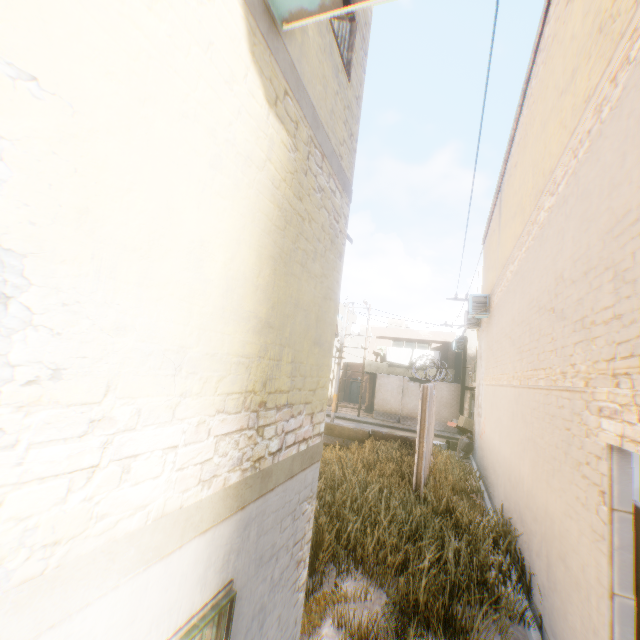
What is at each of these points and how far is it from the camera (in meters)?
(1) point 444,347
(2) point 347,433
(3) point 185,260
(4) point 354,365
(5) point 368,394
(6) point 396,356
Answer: (1) building, 25.80
(2) concrete block, 16.12
(3) building, 1.66
(4) building, 33.81
(5) building, 27.92
(6) clothes, 26.34

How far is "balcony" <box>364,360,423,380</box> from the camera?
24.94m

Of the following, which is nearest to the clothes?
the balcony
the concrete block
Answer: the balcony

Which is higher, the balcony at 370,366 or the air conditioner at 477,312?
the air conditioner at 477,312

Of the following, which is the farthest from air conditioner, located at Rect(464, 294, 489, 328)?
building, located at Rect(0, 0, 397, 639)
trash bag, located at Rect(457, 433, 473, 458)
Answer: trash bag, located at Rect(457, 433, 473, 458)

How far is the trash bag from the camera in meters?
14.9

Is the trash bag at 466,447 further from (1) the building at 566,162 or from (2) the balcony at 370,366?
(2) the balcony at 370,366

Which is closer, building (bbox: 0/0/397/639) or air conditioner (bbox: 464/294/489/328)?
building (bbox: 0/0/397/639)
